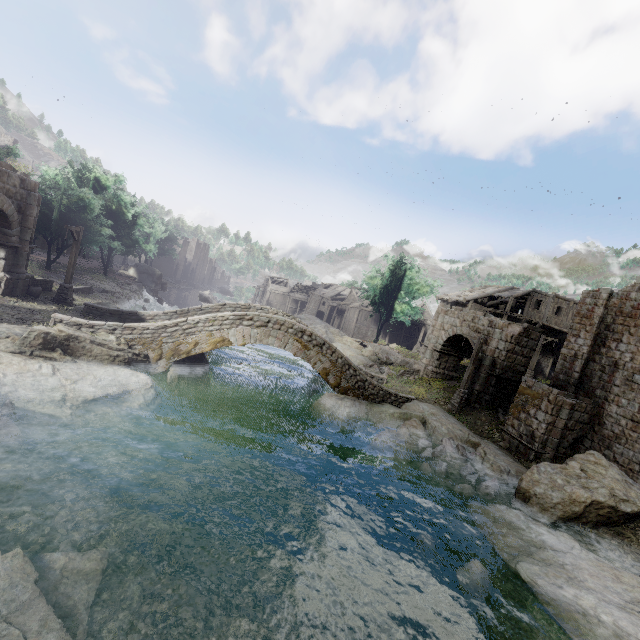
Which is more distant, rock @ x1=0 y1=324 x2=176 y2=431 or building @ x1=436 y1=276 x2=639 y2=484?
building @ x1=436 y1=276 x2=639 y2=484

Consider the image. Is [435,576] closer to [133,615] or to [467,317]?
[133,615]

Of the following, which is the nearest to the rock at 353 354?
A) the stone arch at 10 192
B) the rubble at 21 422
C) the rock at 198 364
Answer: the stone arch at 10 192

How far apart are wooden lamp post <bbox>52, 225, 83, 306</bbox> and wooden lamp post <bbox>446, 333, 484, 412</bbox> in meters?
24.3 m

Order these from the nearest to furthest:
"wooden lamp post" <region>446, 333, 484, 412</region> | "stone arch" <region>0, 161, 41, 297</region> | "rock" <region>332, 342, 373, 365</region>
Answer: "stone arch" <region>0, 161, 41, 297</region>
"wooden lamp post" <region>446, 333, 484, 412</region>
"rock" <region>332, 342, 373, 365</region>

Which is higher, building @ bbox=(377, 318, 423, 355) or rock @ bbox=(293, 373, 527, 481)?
building @ bbox=(377, 318, 423, 355)

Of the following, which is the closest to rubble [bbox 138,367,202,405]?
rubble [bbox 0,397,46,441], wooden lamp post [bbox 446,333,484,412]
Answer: rubble [bbox 0,397,46,441]

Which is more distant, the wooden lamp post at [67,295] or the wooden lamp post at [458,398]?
the wooden lamp post at [458,398]
